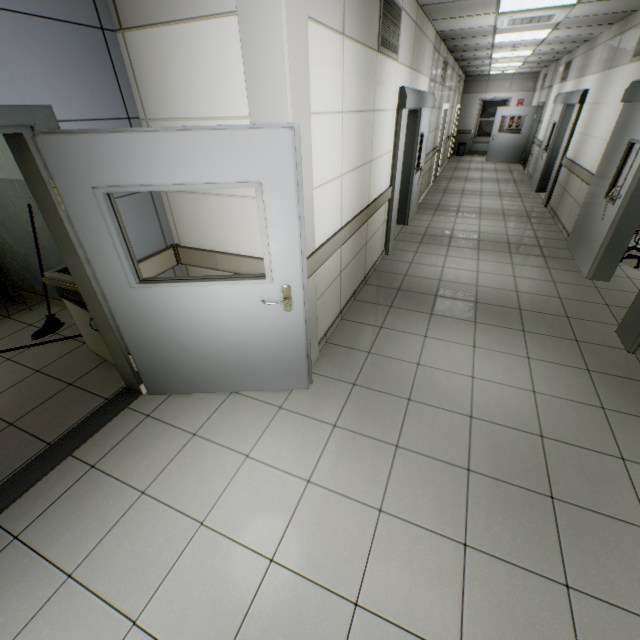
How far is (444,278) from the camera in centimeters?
475cm

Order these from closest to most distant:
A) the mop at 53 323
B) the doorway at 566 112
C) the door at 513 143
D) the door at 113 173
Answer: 1. the door at 113 173
2. the mop at 53 323
3. the doorway at 566 112
4. the door at 513 143

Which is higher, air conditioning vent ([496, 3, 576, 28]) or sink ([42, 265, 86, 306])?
air conditioning vent ([496, 3, 576, 28])

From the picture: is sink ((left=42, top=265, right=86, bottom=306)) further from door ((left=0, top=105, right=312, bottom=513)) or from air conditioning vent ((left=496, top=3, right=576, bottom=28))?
air conditioning vent ((left=496, top=3, right=576, bottom=28))

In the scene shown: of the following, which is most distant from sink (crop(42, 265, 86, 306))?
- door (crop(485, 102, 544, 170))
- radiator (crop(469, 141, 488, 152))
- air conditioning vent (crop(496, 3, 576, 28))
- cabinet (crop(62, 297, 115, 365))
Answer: radiator (crop(469, 141, 488, 152))

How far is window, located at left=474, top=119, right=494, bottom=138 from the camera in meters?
15.7

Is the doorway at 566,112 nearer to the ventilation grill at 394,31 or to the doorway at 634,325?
the doorway at 634,325

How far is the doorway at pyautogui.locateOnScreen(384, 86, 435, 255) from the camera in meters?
4.5 m
